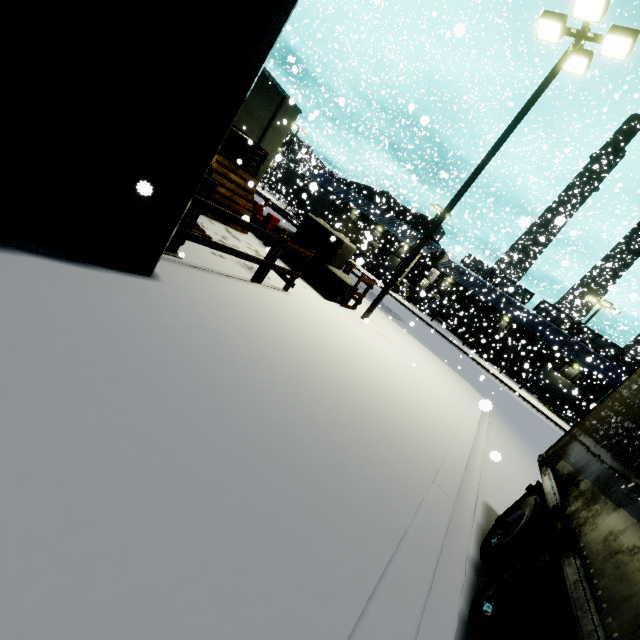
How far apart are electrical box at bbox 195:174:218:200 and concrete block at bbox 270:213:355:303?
5.6 meters

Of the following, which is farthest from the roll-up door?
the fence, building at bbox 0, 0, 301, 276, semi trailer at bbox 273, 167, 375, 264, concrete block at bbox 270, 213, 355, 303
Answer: the fence

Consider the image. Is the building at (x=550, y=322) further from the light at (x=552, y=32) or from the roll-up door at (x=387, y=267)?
the light at (x=552, y=32)

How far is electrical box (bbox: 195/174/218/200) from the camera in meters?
5.1 m

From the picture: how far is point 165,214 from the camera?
3.83m

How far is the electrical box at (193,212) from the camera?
5.3 meters
